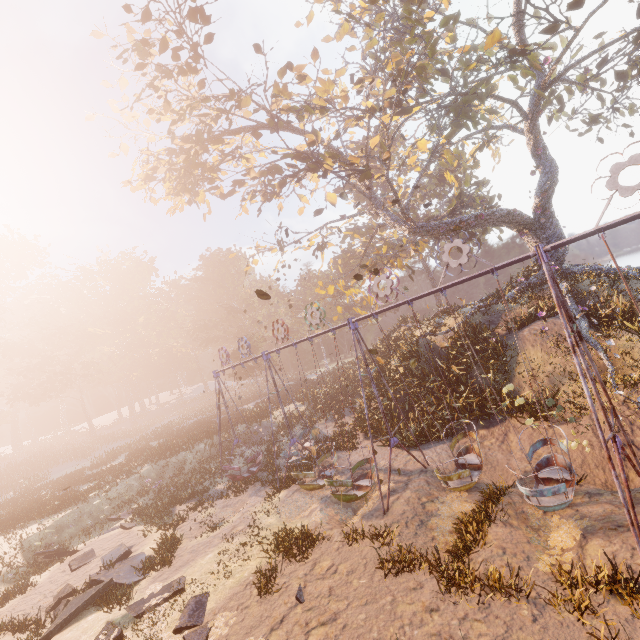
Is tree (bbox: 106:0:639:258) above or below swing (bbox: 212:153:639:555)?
above

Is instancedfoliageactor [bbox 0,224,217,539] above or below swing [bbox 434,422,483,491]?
above

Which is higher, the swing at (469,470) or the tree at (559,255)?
the tree at (559,255)

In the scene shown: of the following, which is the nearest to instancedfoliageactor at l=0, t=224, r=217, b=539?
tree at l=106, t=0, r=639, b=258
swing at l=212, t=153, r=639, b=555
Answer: swing at l=212, t=153, r=639, b=555

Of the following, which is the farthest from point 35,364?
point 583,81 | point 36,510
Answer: point 583,81

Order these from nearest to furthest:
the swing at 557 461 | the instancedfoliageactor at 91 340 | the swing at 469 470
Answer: the swing at 557 461 < the swing at 469 470 < the instancedfoliageactor at 91 340

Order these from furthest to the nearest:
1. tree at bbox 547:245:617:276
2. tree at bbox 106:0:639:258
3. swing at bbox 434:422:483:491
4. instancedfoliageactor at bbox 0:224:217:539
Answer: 1. instancedfoliageactor at bbox 0:224:217:539
2. tree at bbox 547:245:617:276
3. tree at bbox 106:0:639:258
4. swing at bbox 434:422:483:491

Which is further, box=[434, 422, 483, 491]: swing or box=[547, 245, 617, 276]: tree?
box=[547, 245, 617, 276]: tree
